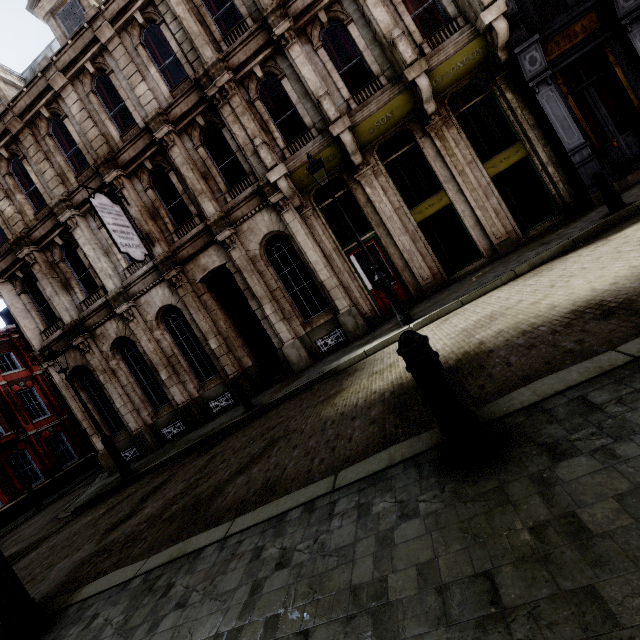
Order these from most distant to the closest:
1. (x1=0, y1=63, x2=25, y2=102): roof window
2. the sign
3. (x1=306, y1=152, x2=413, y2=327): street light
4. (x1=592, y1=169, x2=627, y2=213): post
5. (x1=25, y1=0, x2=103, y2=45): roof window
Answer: Answer:
1. (x1=0, y1=63, x2=25, y2=102): roof window
2. (x1=25, y1=0, x2=103, y2=45): roof window
3. the sign
4. (x1=306, y1=152, x2=413, y2=327): street light
5. (x1=592, y1=169, x2=627, y2=213): post

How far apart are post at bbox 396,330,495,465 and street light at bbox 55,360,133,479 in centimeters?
1129cm

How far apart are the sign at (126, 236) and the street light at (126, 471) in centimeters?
425cm

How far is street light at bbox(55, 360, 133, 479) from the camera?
10.2 meters

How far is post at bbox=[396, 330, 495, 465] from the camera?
2.2 meters

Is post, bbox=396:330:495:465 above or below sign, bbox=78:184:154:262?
below

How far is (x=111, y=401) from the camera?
13.2m

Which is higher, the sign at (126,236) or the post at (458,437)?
the sign at (126,236)
